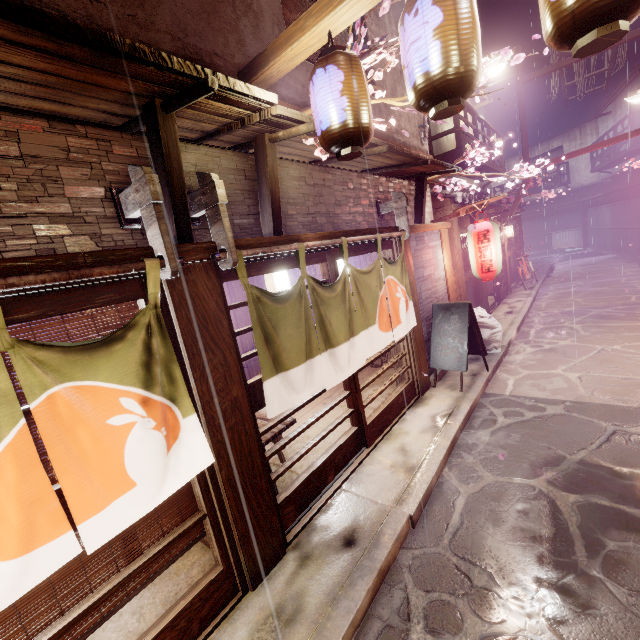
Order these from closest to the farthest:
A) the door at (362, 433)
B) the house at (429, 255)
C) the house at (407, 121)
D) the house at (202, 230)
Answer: the house at (202, 230), the door at (362, 433), the house at (407, 121), the house at (429, 255)

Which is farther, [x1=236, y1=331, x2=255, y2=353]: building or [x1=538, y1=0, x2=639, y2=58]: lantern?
[x1=236, y1=331, x2=255, y2=353]: building

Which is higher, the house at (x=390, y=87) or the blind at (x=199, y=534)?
the house at (x=390, y=87)

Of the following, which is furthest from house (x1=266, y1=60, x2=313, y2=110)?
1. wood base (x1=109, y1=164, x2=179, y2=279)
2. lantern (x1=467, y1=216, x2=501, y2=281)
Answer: lantern (x1=467, y1=216, x2=501, y2=281)

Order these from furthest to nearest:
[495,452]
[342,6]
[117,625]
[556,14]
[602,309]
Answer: [602,309]
[495,452]
[117,625]
[342,6]
[556,14]

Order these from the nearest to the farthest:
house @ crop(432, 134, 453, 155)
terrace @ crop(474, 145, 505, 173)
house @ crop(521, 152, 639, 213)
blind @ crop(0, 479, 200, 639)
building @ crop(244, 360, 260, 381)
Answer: blind @ crop(0, 479, 200, 639) → building @ crop(244, 360, 260, 381) → house @ crop(432, 134, 453, 155) → terrace @ crop(474, 145, 505, 173) → house @ crop(521, 152, 639, 213)

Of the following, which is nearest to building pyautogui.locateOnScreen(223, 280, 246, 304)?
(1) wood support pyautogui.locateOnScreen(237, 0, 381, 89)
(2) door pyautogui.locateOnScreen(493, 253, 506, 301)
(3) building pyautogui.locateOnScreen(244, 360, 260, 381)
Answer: (3) building pyautogui.locateOnScreen(244, 360, 260, 381)

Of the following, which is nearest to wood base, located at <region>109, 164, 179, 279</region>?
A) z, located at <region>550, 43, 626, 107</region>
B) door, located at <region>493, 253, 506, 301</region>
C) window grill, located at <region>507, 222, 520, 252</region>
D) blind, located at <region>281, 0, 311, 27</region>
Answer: blind, located at <region>281, 0, 311, 27</region>
